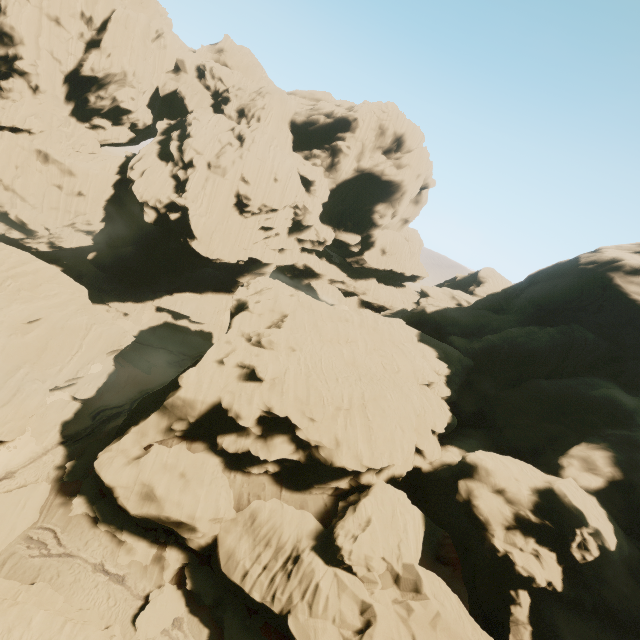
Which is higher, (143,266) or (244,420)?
(244,420)

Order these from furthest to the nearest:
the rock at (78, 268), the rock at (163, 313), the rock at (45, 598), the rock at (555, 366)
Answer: the rock at (163, 313)
the rock at (78, 268)
the rock at (555, 366)
the rock at (45, 598)

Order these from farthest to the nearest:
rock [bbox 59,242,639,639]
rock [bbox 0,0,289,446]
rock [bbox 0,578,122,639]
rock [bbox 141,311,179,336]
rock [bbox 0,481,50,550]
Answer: rock [bbox 141,311,179,336]
rock [bbox 0,0,289,446]
rock [bbox 0,481,50,550]
rock [bbox 59,242,639,639]
rock [bbox 0,578,122,639]

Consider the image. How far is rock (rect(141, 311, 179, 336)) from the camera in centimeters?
5651cm

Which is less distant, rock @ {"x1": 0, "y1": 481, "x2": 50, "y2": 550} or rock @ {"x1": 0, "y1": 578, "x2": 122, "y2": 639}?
rock @ {"x1": 0, "y1": 578, "x2": 122, "y2": 639}

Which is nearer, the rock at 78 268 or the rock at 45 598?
the rock at 45 598
